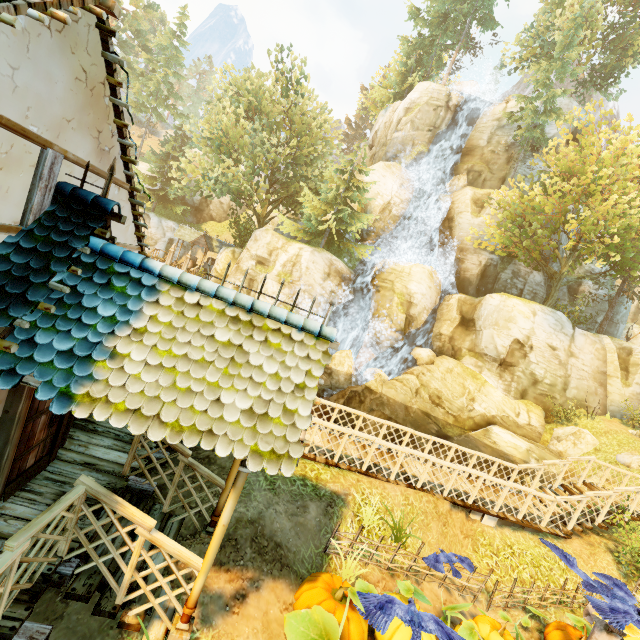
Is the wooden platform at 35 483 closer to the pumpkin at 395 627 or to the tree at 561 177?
the pumpkin at 395 627

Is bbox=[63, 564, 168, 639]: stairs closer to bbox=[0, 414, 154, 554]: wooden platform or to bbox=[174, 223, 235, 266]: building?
bbox=[0, 414, 154, 554]: wooden platform

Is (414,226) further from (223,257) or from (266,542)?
(266,542)

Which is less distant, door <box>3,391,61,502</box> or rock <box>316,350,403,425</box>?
door <box>3,391,61,502</box>

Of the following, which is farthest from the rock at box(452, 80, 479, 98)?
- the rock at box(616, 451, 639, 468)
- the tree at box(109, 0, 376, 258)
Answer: the rock at box(616, 451, 639, 468)

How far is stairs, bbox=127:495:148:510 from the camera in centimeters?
542cm

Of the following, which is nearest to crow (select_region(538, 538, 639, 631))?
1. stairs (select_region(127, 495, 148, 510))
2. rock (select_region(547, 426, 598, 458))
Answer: stairs (select_region(127, 495, 148, 510))

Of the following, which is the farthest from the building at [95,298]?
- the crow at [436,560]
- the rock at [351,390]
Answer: the rock at [351,390]
